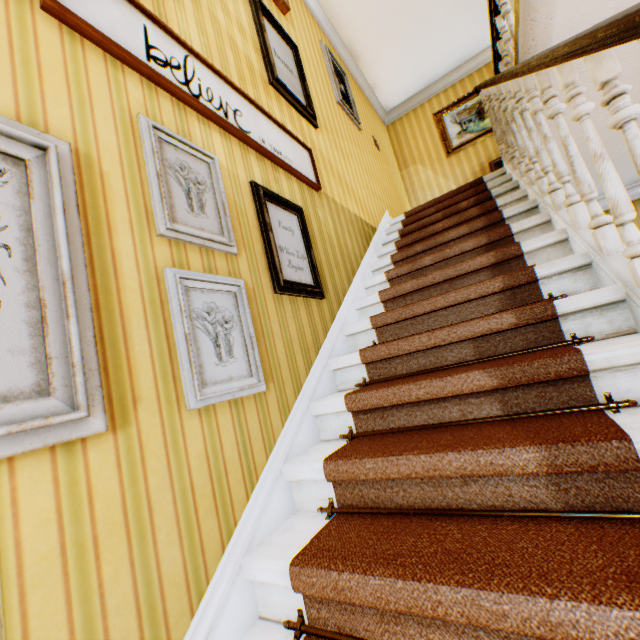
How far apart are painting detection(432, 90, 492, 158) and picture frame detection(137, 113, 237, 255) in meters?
6.0

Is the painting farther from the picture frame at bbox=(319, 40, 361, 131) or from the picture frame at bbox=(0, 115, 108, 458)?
the picture frame at bbox=(0, 115, 108, 458)

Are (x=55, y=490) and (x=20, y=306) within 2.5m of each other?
yes

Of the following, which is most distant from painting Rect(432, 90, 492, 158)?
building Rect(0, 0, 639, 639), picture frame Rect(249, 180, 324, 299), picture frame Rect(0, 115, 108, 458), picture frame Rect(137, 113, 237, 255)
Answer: picture frame Rect(0, 115, 108, 458)

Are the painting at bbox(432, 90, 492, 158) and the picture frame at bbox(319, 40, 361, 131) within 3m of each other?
yes

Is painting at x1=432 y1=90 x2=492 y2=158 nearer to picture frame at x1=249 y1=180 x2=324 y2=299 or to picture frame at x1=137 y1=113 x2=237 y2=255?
picture frame at x1=249 y1=180 x2=324 y2=299

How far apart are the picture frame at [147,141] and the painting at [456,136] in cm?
603

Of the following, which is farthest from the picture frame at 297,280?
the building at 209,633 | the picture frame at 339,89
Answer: the picture frame at 339,89
